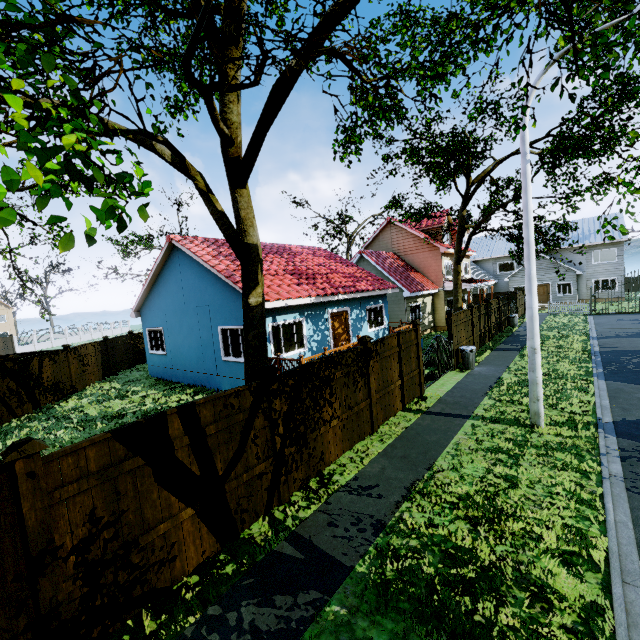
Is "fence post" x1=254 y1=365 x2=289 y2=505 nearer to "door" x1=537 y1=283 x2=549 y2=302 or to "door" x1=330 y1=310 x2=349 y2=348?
"door" x1=330 y1=310 x2=349 y2=348

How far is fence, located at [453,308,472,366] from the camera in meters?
14.3 m

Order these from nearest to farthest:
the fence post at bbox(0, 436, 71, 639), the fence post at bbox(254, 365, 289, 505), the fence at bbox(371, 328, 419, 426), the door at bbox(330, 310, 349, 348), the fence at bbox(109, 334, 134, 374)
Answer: the fence post at bbox(0, 436, 71, 639) → the fence post at bbox(254, 365, 289, 505) → the fence at bbox(371, 328, 419, 426) → the door at bbox(330, 310, 349, 348) → the fence at bbox(109, 334, 134, 374)

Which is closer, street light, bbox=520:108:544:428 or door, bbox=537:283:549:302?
street light, bbox=520:108:544:428

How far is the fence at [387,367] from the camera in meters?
8.9

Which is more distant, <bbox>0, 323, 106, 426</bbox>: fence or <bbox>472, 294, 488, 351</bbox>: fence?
<bbox>472, 294, 488, 351</bbox>: fence

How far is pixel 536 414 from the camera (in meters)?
8.14

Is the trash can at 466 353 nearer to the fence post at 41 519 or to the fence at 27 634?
the fence at 27 634
